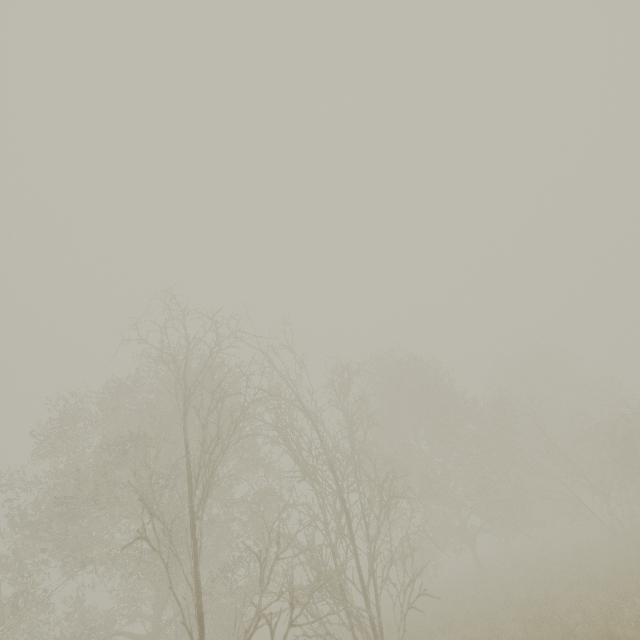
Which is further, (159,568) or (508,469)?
(508,469)
